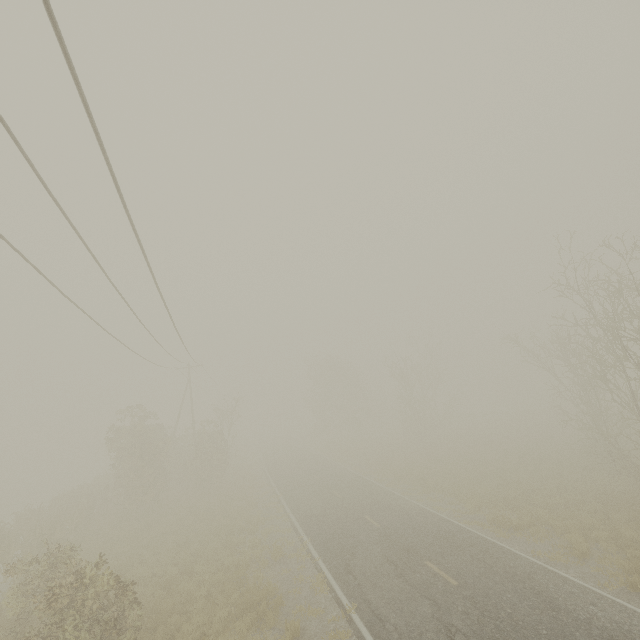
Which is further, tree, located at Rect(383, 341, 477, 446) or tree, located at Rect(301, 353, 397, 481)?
tree, located at Rect(301, 353, 397, 481)

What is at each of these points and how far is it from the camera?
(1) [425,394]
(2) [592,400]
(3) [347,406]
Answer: (1) tree, 43.34m
(2) tree, 58.25m
(3) tree, 58.62m

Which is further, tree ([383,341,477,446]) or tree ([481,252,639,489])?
tree ([383,341,477,446])

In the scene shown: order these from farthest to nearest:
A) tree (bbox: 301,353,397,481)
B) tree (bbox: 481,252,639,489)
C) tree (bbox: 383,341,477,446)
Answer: tree (bbox: 301,353,397,481) → tree (bbox: 383,341,477,446) → tree (bbox: 481,252,639,489)

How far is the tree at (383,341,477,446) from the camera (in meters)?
39.34

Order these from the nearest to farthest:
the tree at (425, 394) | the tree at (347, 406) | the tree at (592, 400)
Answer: the tree at (592, 400) → the tree at (425, 394) → the tree at (347, 406)

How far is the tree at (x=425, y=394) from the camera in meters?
39.3 m

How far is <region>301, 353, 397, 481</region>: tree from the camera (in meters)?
45.56
